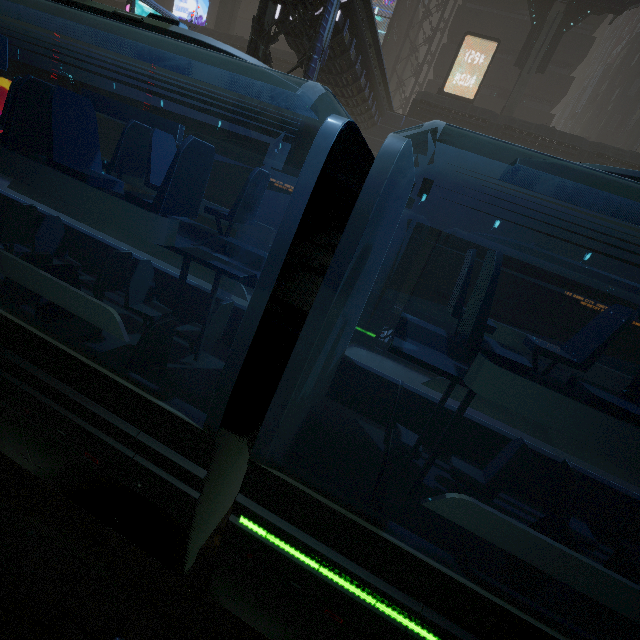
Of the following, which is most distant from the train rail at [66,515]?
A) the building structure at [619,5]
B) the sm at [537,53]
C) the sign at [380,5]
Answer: the sign at [380,5]

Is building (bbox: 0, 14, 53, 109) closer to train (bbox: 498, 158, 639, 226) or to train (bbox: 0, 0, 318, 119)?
train (bbox: 0, 0, 318, 119)

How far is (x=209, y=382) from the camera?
4.4 meters

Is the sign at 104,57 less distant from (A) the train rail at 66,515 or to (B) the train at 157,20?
(A) the train rail at 66,515

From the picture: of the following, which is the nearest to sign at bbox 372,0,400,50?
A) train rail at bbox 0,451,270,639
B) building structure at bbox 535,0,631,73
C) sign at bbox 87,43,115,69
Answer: building structure at bbox 535,0,631,73

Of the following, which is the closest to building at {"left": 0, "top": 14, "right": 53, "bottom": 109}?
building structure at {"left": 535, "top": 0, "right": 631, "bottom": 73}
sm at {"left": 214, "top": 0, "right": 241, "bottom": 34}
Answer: sm at {"left": 214, "top": 0, "right": 241, "bottom": 34}

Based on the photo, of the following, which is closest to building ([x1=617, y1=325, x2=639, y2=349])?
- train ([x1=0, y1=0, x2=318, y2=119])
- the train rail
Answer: the train rail

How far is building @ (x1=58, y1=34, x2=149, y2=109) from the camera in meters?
28.5
